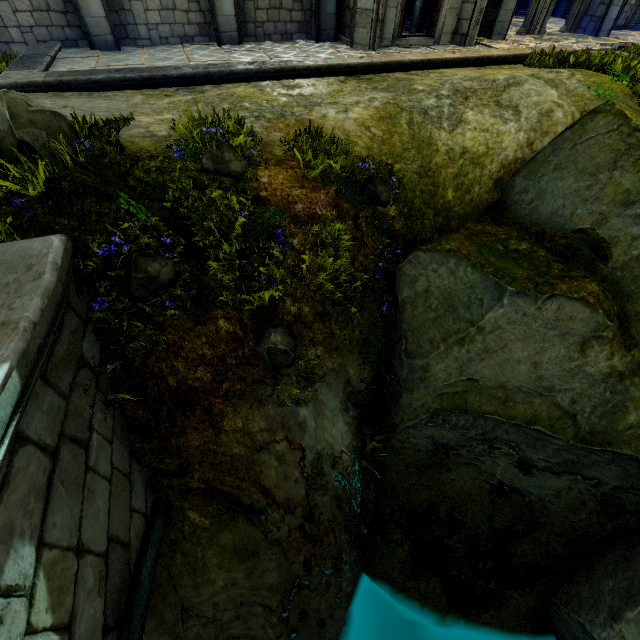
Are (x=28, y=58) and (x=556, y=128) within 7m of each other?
no

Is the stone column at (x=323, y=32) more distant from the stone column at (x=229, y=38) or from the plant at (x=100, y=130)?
the plant at (x=100, y=130)

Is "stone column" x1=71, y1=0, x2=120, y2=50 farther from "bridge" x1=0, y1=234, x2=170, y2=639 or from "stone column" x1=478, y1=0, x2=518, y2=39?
"stone column" x1=478, y1=0, x2=518, y2=39

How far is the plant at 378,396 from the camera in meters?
6.2 m

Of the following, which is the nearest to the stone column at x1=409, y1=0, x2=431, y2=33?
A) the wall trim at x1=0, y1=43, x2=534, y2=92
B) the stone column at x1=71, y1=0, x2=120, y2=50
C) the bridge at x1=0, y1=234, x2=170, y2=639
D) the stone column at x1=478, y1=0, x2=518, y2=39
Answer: the stone column at x1=478, y1=0, x2=518, y2=39

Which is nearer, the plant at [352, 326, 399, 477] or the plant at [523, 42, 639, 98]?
the plant at [352, 326, 399, 477]

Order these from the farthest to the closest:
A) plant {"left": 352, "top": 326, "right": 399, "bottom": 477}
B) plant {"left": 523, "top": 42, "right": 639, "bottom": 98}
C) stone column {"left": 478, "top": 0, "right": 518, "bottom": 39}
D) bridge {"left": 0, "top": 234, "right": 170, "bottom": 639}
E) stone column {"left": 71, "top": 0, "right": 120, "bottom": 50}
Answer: stone column {"left": 478, "top": 0, "right": 518, "bottom": 39} → stone column {"left": 71, "top": 0, "right": 120, "bottom": 50} → plant {"left": 523, "top": 42, "right": 639, "bottom": 98} → plant {"left": 352, "top": 326, "right": 399, "bottom": 477} → bridge {"left": 0, "top": 234, "right": 170, "bottom": 639}

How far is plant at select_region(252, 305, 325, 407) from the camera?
4.7 meters
